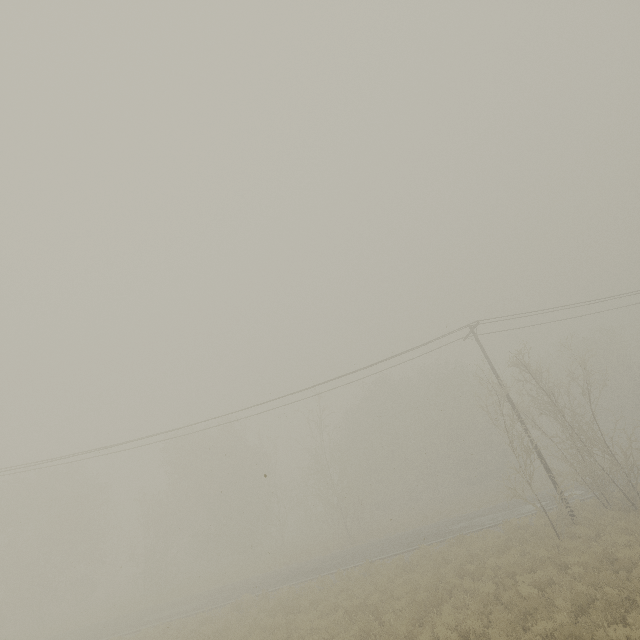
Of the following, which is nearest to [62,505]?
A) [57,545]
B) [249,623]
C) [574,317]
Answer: [57,545]
